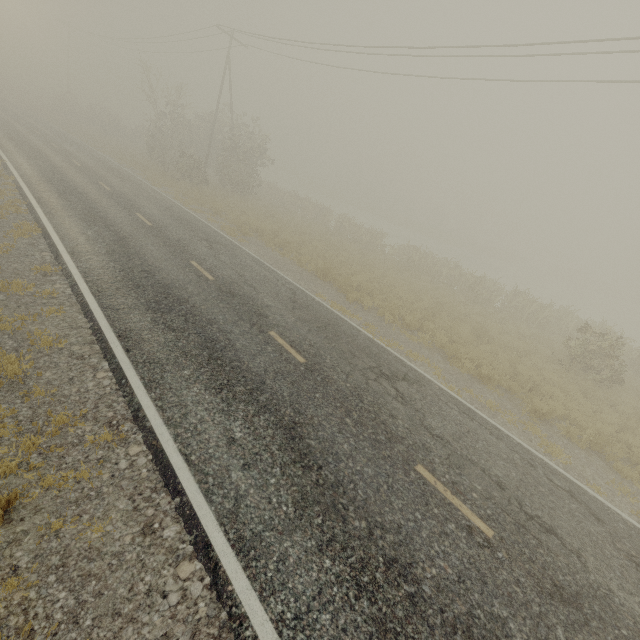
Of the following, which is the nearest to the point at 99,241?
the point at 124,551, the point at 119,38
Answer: the point at 124,551
